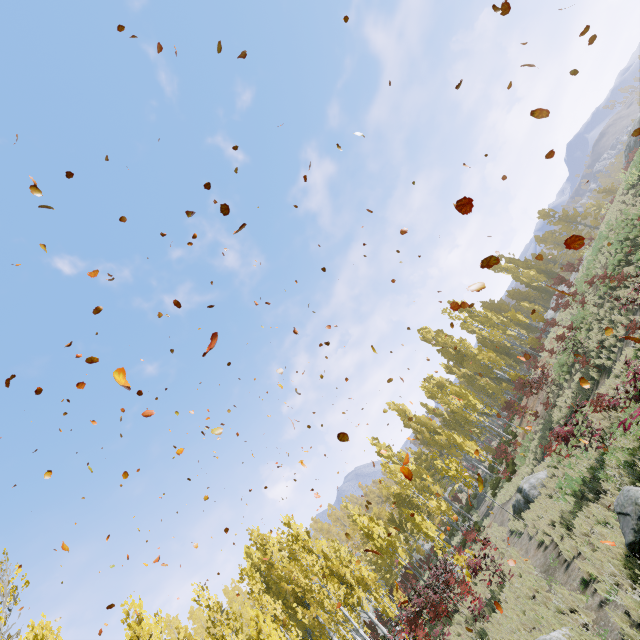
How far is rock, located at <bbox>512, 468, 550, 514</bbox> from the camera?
16.26m

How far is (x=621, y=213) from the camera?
21.2m

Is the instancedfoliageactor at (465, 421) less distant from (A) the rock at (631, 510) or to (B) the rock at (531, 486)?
(A) the rock at (631, 510)

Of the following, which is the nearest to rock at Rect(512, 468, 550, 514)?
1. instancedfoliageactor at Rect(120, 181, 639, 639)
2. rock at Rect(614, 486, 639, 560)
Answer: instancedfoliageactor at Rect(120, 181, 639, 639)

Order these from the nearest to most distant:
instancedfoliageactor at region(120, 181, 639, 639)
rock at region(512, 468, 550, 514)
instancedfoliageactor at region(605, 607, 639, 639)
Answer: instancedfoliageactor at region(605, 607, 639, 639), instancedfoliageactor at region(120, 181, 639, 639), rock at region(512, 468, 550, 514)

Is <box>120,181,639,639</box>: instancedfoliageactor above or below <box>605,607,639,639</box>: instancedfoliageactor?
above

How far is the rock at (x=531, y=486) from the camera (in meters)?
16.26

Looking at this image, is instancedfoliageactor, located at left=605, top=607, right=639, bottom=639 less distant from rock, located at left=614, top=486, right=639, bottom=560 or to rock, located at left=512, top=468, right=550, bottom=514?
rock, located at left=614, top=486, right=639, bottom=560
